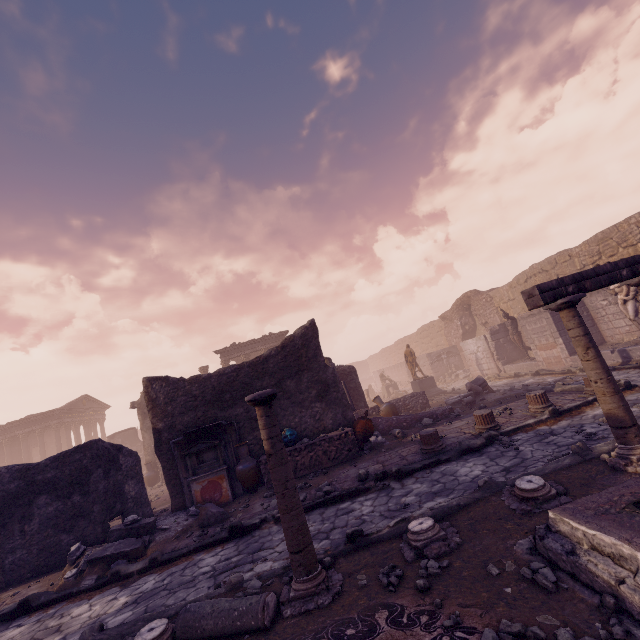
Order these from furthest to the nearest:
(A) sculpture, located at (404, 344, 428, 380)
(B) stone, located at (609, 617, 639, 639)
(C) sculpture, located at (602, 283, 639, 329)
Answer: (A) sculpture, located at (404, 344, 428, 380)
(C) sculpture, located at (602, 283, 639, 329)
(B) stone, located at (609, 617, 639, 639)

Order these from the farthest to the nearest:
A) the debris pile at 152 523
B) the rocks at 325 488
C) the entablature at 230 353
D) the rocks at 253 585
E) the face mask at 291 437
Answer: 1. the entablature at 230 353
2. the face mask at 291 437
3. the rocks at 325 488
4. the debris pile at 152 523
5. the rocks at 253 585

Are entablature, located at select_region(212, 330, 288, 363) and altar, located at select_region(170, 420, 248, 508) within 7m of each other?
no

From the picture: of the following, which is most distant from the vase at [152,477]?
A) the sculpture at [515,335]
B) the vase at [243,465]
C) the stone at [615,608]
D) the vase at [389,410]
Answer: the sculpture at [515,335]

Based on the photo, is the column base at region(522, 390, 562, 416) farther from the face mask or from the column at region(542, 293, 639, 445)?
the face mask

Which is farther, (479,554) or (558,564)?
(479,554)

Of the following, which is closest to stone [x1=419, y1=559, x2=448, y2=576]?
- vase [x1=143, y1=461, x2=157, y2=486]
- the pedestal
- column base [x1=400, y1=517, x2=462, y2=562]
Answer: column base [x1=400, y1=517, x2=462, y2=562]

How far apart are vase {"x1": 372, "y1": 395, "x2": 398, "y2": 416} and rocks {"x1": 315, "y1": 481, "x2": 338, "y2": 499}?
5.5 meters
